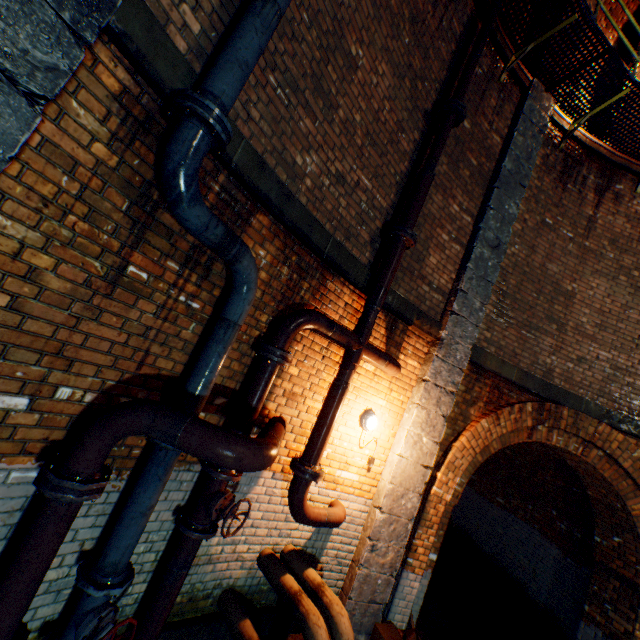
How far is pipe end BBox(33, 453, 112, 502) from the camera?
1.8m

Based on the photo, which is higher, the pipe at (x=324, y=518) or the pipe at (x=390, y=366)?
the pipe at (x=390, y=366)

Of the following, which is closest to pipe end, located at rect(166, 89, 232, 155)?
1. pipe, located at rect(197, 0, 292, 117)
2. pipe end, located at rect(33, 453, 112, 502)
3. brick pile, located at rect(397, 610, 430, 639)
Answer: pipe, located at rect(197, 0, 292, 117)

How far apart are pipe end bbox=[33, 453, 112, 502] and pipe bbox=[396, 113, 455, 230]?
3.8 meters

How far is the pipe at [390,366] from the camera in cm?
321

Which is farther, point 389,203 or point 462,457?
point 462,457

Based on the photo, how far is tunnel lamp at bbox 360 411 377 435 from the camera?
4.3 meters

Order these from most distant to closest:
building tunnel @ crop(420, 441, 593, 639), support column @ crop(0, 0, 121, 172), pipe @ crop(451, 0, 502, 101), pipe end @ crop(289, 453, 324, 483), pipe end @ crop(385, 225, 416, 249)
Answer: building tunnel @ crop(420, 441, 593, 639), pipe @ crop(451, 0, 502, 101), pipe end @ crop(385, 225, 416, 249), pipe end @ crop(289, 453, 324, 483), support column @ crop(0, 0, 121, 172)
